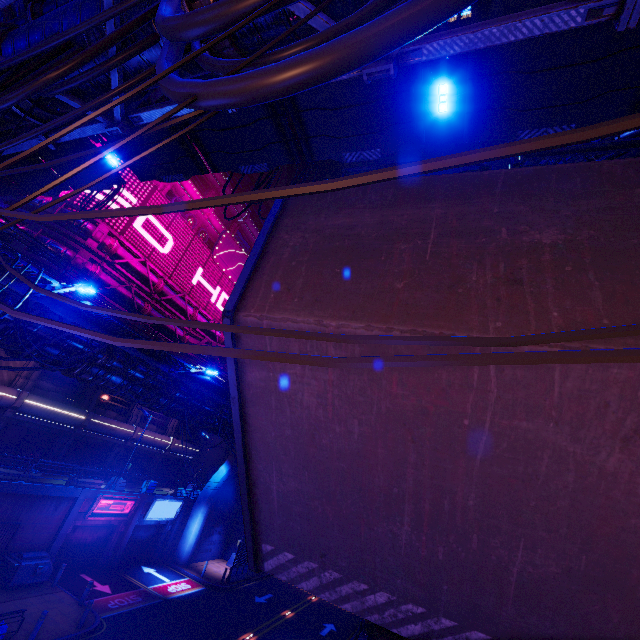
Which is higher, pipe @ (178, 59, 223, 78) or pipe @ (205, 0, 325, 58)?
pipe @ (178, 59, 223, 78)

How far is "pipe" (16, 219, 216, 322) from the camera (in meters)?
21.47

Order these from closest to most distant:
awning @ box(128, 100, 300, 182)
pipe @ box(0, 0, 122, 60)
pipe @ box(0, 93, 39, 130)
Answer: pipe @ box(0, 0, 122, 60)
pipe @ box(0, 93, 39, 130)
awning @ box(128, 100, 300, 182)

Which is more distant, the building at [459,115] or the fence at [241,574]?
the building at [459,115]

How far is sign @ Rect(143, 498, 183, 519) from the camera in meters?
25.4 m

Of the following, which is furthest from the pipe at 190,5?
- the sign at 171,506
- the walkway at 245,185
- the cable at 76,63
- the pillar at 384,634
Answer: the walkway at 245,185

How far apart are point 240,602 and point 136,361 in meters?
20.9

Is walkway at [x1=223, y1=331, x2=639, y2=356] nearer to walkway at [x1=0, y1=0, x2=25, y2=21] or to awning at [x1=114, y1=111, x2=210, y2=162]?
walkway at [x1=0, y1=0, x2=25, y2=21]
